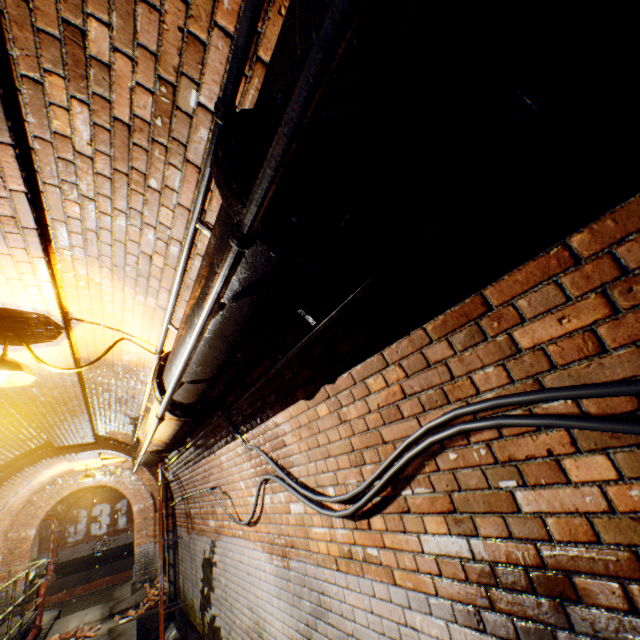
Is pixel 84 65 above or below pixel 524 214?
above

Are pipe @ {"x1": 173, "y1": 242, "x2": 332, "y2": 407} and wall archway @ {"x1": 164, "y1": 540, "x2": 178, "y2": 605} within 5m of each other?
no

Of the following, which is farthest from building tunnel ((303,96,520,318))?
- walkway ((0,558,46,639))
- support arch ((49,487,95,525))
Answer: support arch ((49,487,95,525))

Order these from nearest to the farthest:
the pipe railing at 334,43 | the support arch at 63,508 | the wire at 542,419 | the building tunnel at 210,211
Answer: the pipe railing at 334,43 < the wire at 542,419 < the building tunnel at 210,211 < the support arch at 63,508

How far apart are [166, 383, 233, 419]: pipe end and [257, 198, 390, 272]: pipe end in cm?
186

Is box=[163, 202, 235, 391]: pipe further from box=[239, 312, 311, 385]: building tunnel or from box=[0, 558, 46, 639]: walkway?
box=[0, 558, 46, 639]: walkway

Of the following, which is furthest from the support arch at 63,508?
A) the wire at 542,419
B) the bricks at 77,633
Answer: the wire at 542,419

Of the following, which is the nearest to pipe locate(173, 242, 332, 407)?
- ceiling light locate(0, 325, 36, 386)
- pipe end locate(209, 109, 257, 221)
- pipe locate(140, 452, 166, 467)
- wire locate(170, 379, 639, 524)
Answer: pipe end locate(209, 109, 257, 221)
